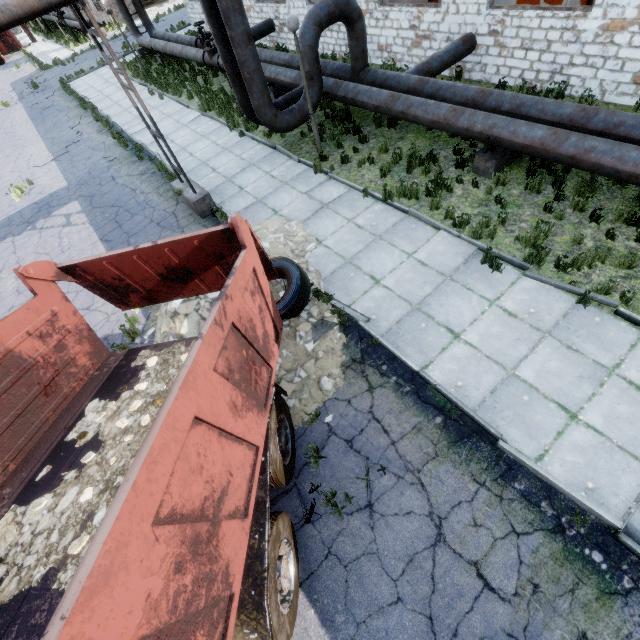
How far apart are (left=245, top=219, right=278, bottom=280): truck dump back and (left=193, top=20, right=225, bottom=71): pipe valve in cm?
1463

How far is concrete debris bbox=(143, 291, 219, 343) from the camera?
6.4m

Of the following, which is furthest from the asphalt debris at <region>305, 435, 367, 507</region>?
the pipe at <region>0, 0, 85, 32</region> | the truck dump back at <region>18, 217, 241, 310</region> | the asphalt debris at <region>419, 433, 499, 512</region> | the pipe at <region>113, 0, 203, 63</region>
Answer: the pipe at <region>113, 0, 203, 63</region>

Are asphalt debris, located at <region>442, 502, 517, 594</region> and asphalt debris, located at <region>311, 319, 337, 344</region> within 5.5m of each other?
yes

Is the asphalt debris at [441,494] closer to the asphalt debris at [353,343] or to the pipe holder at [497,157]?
the asphalt debris at [353,343]

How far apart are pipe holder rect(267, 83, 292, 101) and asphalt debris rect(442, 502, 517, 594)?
14.3 meters

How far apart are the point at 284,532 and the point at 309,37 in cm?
1152

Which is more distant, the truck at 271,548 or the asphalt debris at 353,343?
the asphalt debris at 353,343
